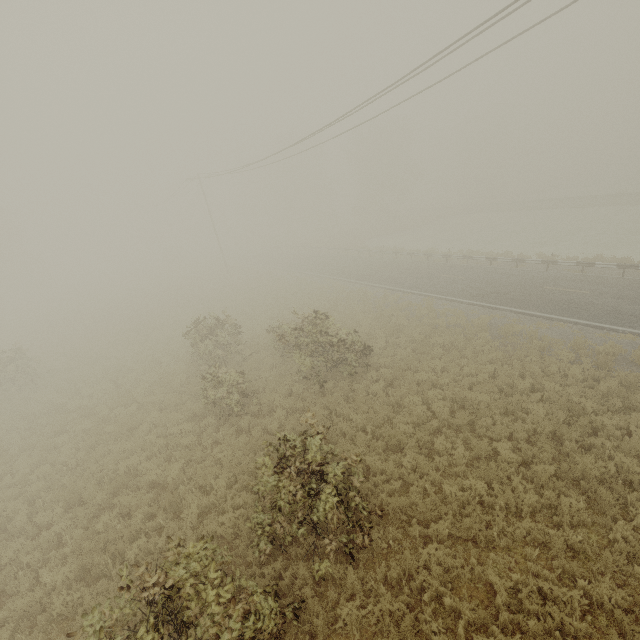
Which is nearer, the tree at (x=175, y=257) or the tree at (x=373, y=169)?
the tree at (x=373, y=169)

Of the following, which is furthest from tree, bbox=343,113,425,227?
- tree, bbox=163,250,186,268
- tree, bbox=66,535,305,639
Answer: tree, bbox=66,535,305,639

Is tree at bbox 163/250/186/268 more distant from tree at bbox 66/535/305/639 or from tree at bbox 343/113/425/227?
tree at bbox 66/535/305/639

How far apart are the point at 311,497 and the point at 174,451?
7.2m

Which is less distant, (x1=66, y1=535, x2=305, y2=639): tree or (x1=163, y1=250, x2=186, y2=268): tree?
(x1=66, y1=535, x2=305, y2=639): tree

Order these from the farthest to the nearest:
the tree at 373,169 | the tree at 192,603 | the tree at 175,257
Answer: the tree at 175,257 < the tree at 373,169 < the tree at 192,603

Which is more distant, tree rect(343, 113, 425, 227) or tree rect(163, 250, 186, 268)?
tree rect(163, 250, 186, 268)
